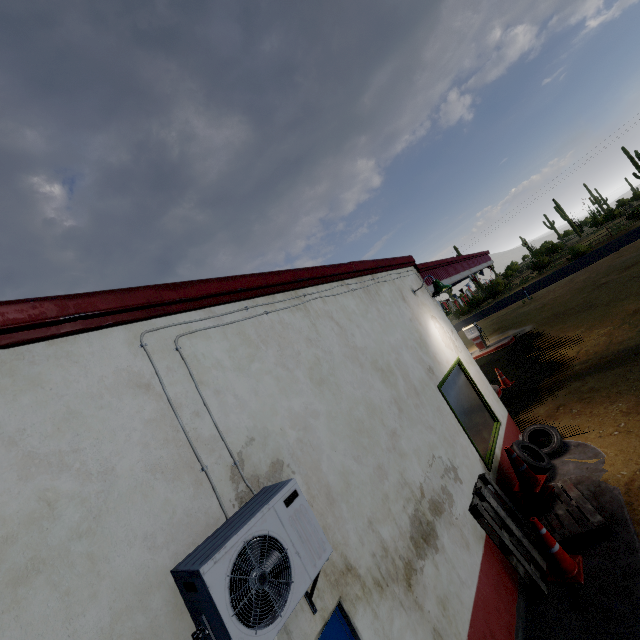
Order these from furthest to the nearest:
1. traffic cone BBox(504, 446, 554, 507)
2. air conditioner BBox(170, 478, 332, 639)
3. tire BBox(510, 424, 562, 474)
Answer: tire BBox(510, 424, 562, 474) < traffic cone BBox(504, 446, 554, 507) < air conditioner BBox(170, 478, 332, 639)

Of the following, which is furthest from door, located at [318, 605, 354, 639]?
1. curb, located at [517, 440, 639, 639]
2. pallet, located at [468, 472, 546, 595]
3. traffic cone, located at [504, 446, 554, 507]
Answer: traffic cone, located at [504, 446, 554, 507]

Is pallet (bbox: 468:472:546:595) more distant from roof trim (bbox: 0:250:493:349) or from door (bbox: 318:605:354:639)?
roof trim (bbox: 0:250:493:349)

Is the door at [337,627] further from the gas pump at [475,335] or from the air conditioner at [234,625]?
the gas pump at [475,335]

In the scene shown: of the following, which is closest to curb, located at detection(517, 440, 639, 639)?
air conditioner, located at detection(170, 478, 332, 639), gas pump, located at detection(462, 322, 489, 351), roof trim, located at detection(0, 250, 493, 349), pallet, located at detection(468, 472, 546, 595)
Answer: pallet, located at detection(468, 472, 546, 595)

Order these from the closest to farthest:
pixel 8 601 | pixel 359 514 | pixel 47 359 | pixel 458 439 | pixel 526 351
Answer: pixel 8 601 < pixel 47 359 < pixel 359 514 < pixel 458 439 < pixel 526 351

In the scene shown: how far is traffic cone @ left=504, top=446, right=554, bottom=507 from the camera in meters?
5.1

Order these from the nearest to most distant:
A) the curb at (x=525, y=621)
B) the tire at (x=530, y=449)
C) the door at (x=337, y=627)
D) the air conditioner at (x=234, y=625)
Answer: the air conditioner at (x=234, y=625), the door at (x=337, y=627), the curb at (x=525, y=621), the tire at (x=530, y=449)
